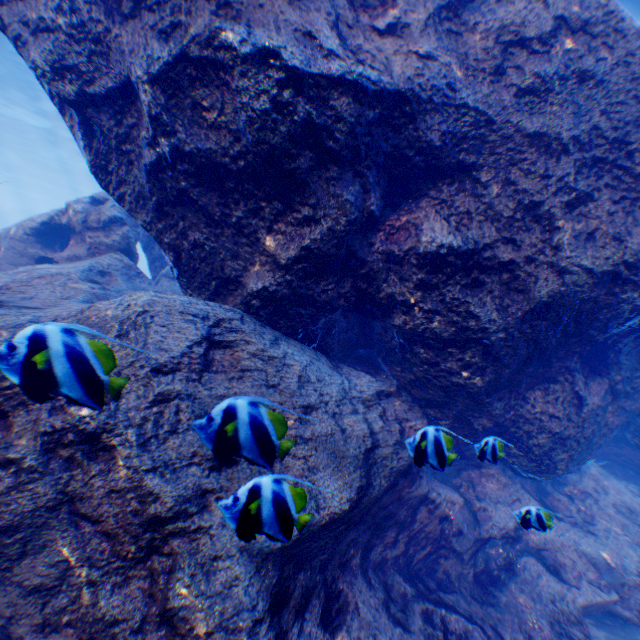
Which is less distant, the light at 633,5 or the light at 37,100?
the light at 633,5

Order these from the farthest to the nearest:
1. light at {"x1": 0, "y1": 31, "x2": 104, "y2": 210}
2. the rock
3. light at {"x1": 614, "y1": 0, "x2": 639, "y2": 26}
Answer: light at {"x1": 0, "y1": 31, "x2": 104, "y2": 210}, light at {"x1": 614, "y1": 0, "x2": 639, "y2": 26}, the rock

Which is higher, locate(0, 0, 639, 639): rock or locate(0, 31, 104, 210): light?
locate(0, 31, 104, 210): light

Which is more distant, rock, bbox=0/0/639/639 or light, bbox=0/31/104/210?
light, bbox=0/31/104/210

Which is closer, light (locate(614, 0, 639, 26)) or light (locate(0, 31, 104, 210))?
light (locate(614, 0, 639, 26))

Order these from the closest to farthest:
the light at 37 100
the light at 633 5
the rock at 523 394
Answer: the rock at 523 394
the light at 633 5
the light at 37 100

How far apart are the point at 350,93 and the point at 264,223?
1.4m
